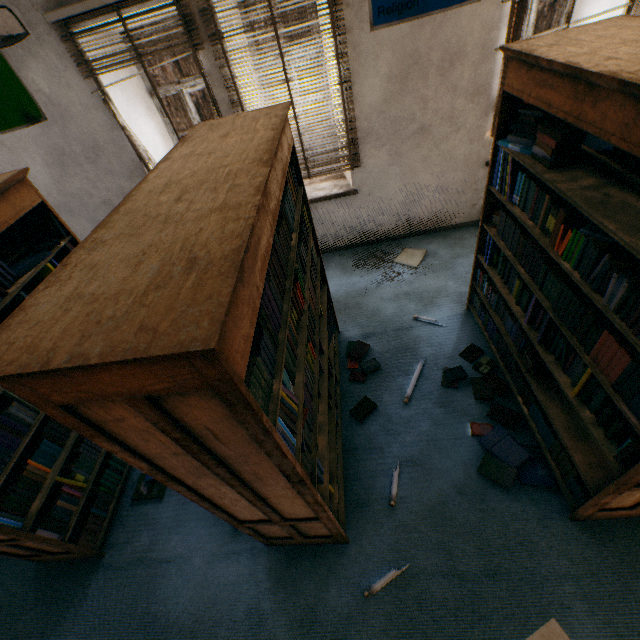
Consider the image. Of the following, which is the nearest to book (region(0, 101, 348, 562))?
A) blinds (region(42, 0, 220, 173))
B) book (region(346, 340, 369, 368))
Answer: book (region(346, 340, 369, 368))

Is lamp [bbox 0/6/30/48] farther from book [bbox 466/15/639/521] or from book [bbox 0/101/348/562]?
book [bbox 466/15/639/521]

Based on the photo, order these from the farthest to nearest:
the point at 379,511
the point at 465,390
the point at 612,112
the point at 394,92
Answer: the point at 394,92, the point at 465,390, the point at 379,511, the point at 612,112

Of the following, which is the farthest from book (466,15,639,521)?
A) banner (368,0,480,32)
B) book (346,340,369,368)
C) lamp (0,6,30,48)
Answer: lamp (0,6,30,48)

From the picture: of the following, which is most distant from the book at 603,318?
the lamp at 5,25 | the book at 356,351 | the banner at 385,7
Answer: the lamp at 5,25

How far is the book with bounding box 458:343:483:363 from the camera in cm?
301

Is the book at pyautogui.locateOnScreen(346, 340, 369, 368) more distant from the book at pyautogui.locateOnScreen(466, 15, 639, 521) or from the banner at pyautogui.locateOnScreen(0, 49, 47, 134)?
the banner at pyautogui.locateOnScreen(0, 49, 47, 134)

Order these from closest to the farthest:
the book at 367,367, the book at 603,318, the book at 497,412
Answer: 1. the book at 603,318
2. the book at 497,412
3. the book at 367,367
